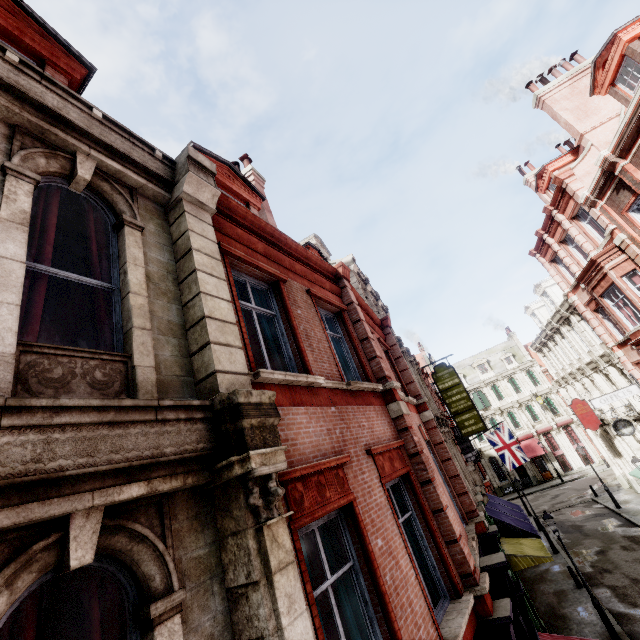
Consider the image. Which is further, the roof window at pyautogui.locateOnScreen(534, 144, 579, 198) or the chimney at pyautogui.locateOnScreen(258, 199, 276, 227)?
the roof window at pyautogui.locateOnScreen(534, 144, 579, 198)

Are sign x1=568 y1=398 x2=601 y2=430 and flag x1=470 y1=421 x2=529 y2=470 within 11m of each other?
yes

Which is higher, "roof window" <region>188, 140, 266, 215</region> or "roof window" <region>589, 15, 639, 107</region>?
"roof window" <region>589, 15, 639, 107</region>

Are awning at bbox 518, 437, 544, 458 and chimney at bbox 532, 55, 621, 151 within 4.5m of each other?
no

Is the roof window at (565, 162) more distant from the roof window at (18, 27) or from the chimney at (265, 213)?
the roof window at (18, 27)

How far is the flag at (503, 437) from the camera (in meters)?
24.91

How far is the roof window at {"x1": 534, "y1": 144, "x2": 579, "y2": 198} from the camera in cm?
1850

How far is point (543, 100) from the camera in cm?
1709
